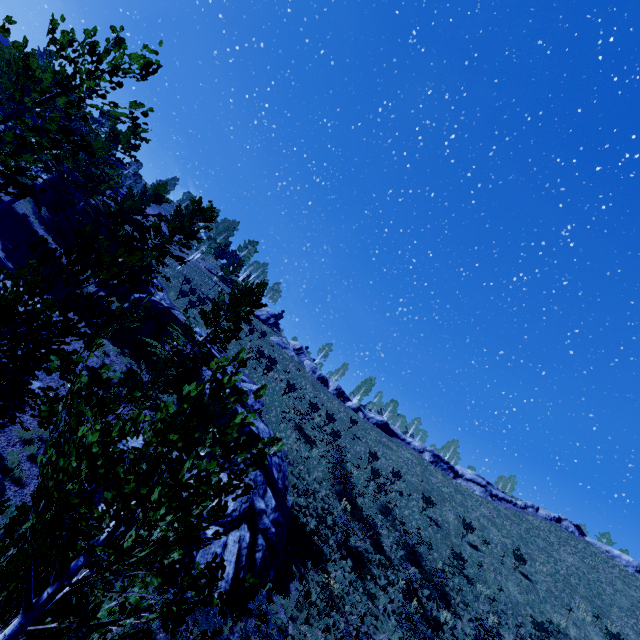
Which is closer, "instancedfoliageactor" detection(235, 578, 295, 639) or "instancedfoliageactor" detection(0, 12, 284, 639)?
"instancedfoliageactor" detection(0, 12, 284, 639)

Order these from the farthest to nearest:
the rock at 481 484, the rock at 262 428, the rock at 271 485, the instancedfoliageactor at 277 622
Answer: the rock at 481 484, the rock at 262 428, the rock at 271 485, the instancedfoliageactor at 277 622

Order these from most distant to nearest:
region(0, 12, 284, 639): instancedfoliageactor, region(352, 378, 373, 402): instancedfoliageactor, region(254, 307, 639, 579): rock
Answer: region(352, 378, 373, 402): instancedfoliageactor
region(254, 307, 639, 579): rock
region(0, 12, 284, 639): instancedfoliageactor

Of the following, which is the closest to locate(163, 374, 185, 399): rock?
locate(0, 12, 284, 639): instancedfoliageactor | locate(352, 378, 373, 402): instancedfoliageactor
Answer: locate(0, 12, 284, 639): instancedfoliageactor

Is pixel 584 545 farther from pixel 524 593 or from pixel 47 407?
pixel 47 407

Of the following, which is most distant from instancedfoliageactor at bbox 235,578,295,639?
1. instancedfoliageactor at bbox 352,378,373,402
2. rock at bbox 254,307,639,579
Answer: instancedfoliageactor at bbox 352,378,373,402

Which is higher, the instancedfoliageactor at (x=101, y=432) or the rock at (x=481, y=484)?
the rock at (x=481, y=484)
